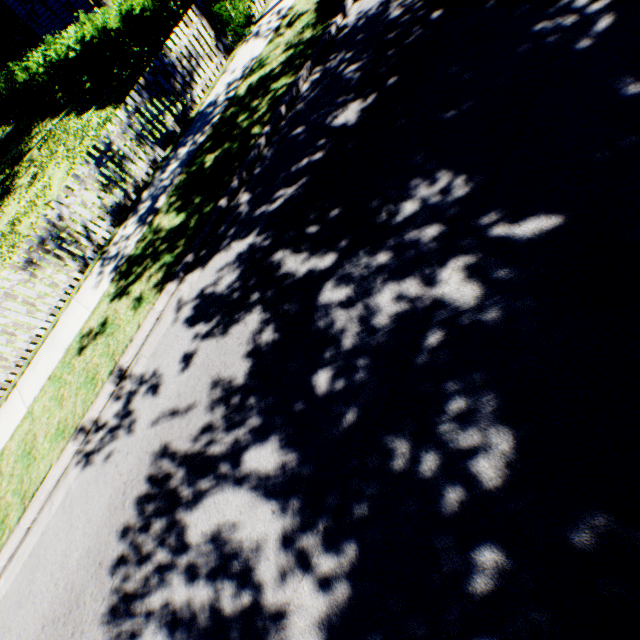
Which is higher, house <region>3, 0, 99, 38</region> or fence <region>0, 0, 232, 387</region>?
house <region>3, 0, 99, 38</region>

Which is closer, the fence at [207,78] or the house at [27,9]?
the fence at [207,78]

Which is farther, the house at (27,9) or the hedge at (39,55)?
the house at (27,9)

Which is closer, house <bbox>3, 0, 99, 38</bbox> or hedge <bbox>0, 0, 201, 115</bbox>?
hedge <bbox>0, 0, 201, 115</bbox>

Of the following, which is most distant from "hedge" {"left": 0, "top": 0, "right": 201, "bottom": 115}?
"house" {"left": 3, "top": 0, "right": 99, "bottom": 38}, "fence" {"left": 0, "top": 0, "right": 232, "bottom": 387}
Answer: "fence" {"left": 0, "top": 0, "right": 232, "bottom": 387}

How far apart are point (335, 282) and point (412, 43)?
4.5m

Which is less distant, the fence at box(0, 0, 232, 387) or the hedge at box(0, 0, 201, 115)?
the fence at box(0, 0, 232, 387)
